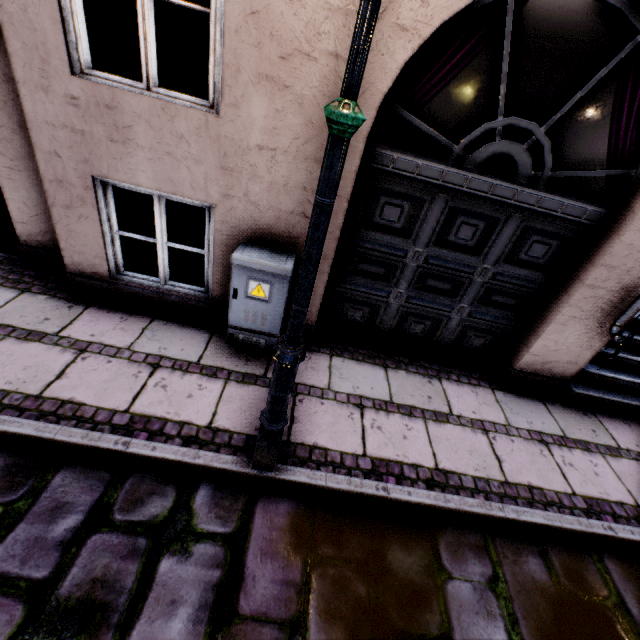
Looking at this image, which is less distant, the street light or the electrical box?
the street light

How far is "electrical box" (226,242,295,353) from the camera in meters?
2.8 m

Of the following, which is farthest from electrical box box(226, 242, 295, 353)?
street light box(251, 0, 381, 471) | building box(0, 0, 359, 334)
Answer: street light box(251, 0, 381, 471)

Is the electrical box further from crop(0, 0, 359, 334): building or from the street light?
the street light

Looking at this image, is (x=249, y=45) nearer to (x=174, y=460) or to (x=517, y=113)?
(x=517, y=113)

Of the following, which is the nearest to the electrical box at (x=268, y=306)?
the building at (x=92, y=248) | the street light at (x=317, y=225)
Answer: the building at (x=92, y=248)

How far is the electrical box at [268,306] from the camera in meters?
2.8 m
